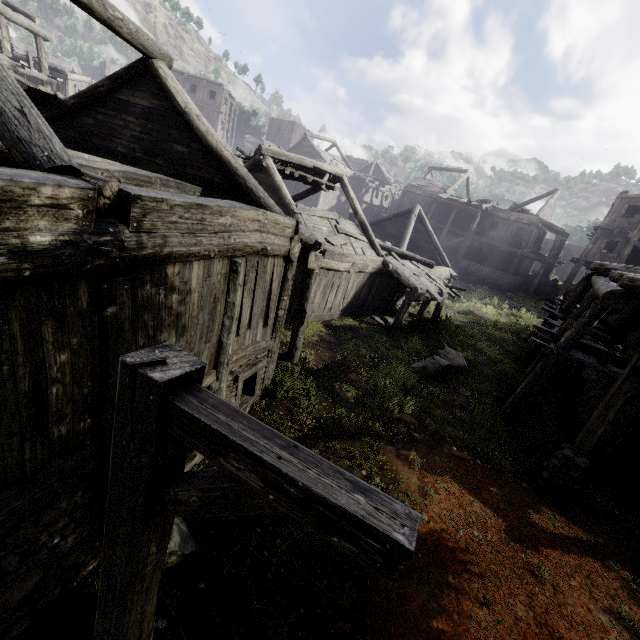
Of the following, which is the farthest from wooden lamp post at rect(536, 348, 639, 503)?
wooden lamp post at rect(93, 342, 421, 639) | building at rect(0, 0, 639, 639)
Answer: wooden lamp post at rect(93, 342, 421, 639)

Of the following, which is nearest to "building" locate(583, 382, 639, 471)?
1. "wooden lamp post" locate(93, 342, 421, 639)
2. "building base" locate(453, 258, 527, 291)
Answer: "building base" locate(453, 258, 527, 291)

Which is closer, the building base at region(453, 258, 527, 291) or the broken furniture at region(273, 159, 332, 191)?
the broken furniture at region(273, 159, 332, 191)

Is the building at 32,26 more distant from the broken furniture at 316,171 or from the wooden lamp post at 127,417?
the wooden lamp post at 127,417

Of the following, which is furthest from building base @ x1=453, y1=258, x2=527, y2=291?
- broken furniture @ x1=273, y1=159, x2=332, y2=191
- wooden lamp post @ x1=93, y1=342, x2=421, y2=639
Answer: wooden lamp post @ x1=93, y1=342, x2=421, y2=639

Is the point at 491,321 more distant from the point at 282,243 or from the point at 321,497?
the point at 321,497

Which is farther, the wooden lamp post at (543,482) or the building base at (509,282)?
the building base at (509,282)

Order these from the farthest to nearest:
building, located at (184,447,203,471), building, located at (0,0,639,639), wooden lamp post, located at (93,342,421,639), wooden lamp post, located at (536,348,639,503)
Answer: wooden lamp post, located at (536,348,639,503)
building, located at (184,447,203,471)
building, located at (0,0,639,639)
wooden lamp post, located at (93,342,421,639)
